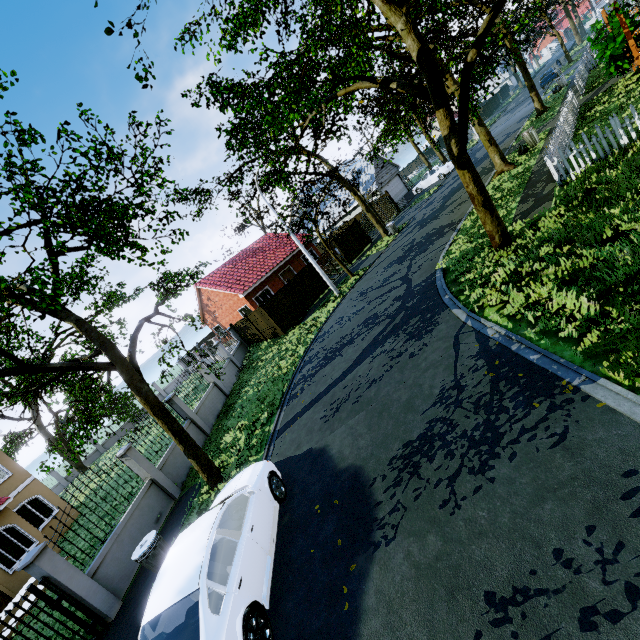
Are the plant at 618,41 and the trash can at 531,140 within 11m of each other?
yes

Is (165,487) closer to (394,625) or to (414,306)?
(394,625)

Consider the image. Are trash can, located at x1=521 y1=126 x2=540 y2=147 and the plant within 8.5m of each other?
yes

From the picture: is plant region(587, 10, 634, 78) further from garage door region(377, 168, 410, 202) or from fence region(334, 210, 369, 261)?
garage door region(377, 168, 410, 202)

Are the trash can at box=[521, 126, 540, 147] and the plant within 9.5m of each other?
yes

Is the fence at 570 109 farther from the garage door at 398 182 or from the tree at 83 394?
the garage door at 398 182

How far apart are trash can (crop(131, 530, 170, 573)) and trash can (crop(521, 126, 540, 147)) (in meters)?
23.33

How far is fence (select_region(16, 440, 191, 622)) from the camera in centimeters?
734cm
